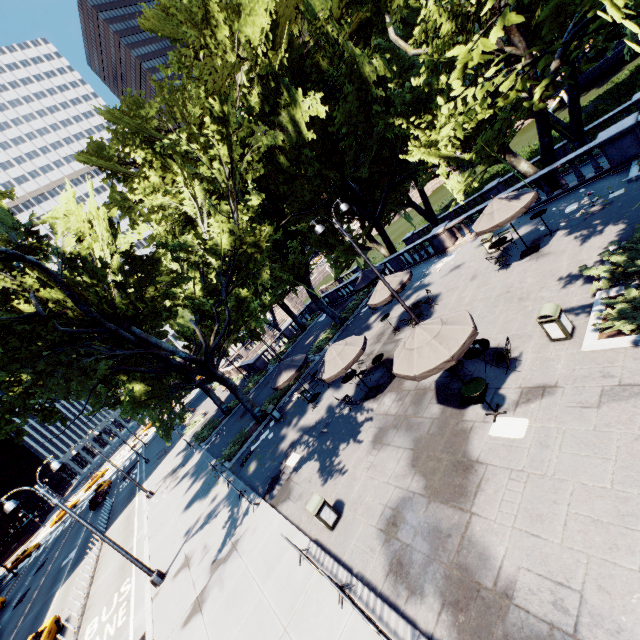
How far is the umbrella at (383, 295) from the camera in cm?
1628

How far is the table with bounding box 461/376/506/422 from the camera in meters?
8.5

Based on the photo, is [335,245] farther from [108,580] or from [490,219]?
[108,580]

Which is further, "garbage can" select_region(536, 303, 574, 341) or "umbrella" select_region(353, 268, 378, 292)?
"umbrella" select_region(353, 268, 378, 292)

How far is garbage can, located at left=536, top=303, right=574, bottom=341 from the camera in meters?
9.0

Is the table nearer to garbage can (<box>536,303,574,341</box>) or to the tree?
garbage can (<box>536,303,574,341</box>)

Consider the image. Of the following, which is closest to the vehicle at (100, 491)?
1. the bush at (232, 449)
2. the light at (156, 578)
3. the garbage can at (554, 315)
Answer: the light at (156, 578)

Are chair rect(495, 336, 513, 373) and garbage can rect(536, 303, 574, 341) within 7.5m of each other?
yes
